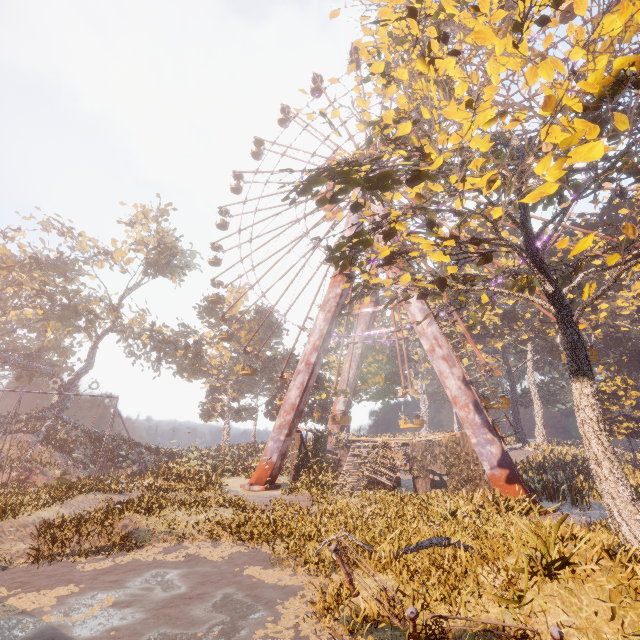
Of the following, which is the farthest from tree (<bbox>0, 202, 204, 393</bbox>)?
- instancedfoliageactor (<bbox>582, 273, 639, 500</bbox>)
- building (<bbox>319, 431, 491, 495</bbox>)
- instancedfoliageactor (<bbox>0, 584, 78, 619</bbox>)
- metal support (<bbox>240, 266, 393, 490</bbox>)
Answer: A: instancedfoliageactor (<bbox>0, 584, 78, 619</bbox>)

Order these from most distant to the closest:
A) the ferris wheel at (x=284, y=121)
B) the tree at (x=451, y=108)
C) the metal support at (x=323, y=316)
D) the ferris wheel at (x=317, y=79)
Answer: the ferris wheel at (x=317, y=79) < the ferris wheel at (x=284, y=121) < the metal support at (x=323, y=316) < the tree at (x=451, y=108)

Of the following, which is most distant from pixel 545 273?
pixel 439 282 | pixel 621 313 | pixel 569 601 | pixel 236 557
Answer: pixel 621 313

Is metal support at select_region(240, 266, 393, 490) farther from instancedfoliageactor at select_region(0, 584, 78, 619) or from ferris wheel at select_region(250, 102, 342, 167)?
instancedfoliageactor at select_region(0, 584, 78, 619)

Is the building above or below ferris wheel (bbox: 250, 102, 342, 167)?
below

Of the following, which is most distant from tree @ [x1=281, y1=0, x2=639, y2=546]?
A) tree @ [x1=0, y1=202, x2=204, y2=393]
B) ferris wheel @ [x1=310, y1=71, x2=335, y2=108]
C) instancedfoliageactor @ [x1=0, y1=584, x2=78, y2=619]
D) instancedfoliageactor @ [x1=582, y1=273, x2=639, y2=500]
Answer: tree @ [x1=0, y1=202, x2=204, y2=393]

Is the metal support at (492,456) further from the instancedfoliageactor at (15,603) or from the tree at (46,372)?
the tree at (46,372)

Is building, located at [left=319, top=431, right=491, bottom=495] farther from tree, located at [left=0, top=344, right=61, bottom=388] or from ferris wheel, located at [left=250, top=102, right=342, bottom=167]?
tree, located at [left=0, top=344, right=61, bottom=388]
